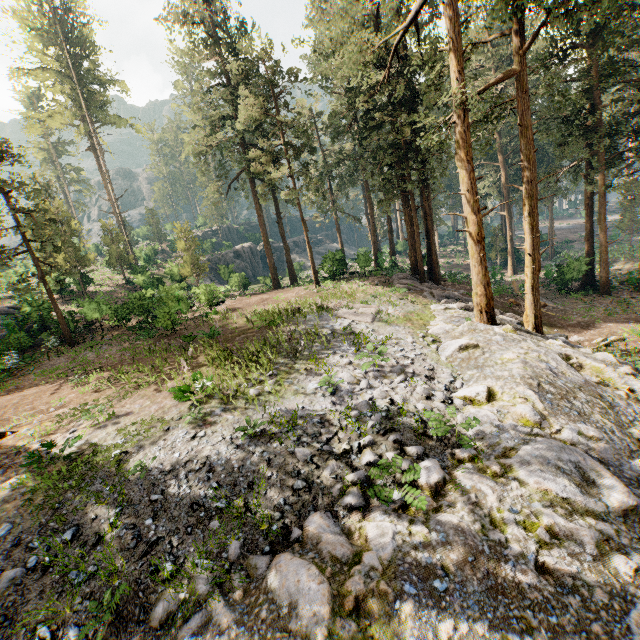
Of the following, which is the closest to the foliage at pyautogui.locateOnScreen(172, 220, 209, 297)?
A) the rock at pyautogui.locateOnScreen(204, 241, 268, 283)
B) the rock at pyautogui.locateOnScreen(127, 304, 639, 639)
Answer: the rock at pyautogui.locateOnScreen(127, 304, 639, 639)

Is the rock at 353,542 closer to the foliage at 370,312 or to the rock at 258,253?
the foliage at 370,312

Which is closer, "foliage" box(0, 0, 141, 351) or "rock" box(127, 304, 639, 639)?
"rock" box(127, 304, 639, 639)

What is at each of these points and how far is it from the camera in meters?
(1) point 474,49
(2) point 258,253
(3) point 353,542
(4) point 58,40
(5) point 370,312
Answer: (1) foliage, 33.2 m
(2) rock, 55.9 m
(3) rock, 5.6 m
(4) foliage, 35.3 m
(5) foliage, 17.7 m

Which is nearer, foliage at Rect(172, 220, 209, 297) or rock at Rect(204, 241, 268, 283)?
foliage at Rect(172, 220, 209, 297)
